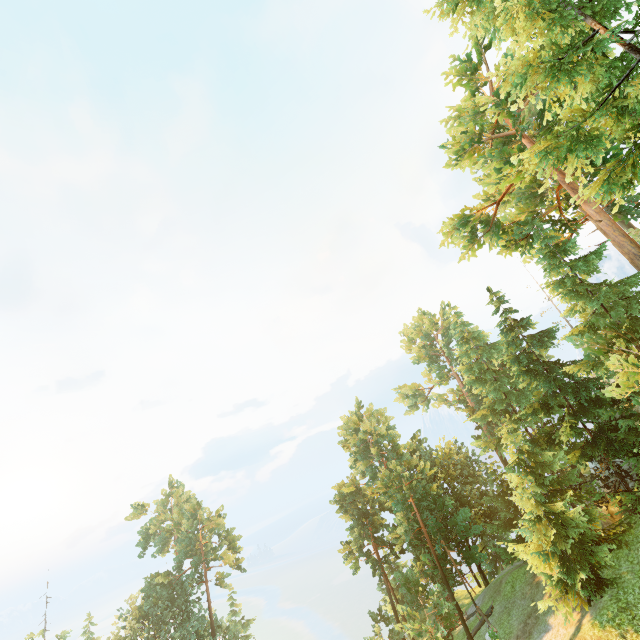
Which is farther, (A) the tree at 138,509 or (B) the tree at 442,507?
(A) the tree at 138,509

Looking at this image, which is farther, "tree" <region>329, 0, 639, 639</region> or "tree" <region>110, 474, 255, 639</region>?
"tree" <region>110, 474, 255, 639</region>

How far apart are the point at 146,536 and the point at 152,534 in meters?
1.5 m

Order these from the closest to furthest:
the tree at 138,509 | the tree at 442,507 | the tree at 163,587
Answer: the tree at 442,507, the tree at 163,587, the tree at 138,509

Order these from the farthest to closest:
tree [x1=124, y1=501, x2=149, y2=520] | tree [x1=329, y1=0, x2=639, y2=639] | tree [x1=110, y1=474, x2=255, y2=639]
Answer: tree [x1=124, y1=501, x2=149, y2=520] < tree [x1=110, y1=474, x2=255, y2=639] < tree [x1=329, y1=0, x2=639, y2=639]

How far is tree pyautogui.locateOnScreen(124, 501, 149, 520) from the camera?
43.2 meters

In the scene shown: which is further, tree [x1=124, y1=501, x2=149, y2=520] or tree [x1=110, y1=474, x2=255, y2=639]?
tree [x1=124, y1=501, x2=149, y2=520]
